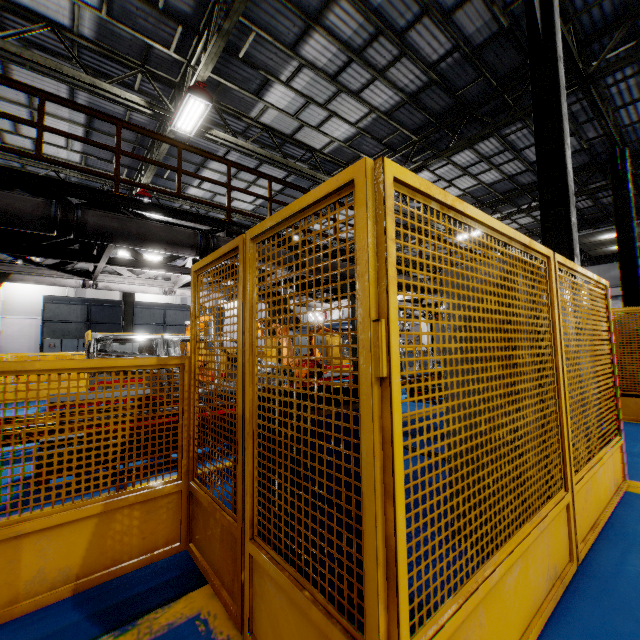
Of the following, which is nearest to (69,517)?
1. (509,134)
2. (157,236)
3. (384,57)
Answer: (157,236)

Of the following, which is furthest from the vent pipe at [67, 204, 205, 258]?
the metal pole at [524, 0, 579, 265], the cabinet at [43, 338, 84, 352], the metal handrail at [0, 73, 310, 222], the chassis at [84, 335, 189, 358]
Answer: the cabinet at [43, 338, 84, 352]

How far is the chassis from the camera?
6.1 meters

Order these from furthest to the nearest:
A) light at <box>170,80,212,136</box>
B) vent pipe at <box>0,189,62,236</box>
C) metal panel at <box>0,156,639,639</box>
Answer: light at <box>170,80,212,136</box> < vent pipe at <box>0,189,62,236</box> < metal panel at <box>0,156,639,639</box>

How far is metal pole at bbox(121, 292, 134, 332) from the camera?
14.3 meters

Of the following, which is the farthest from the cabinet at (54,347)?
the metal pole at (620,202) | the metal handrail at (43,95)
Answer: the metal pole at (620,202)

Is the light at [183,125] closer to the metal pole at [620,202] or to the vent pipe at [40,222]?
the vent pipe at [40,222]

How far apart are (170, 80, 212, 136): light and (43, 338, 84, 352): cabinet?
13.7 meters
